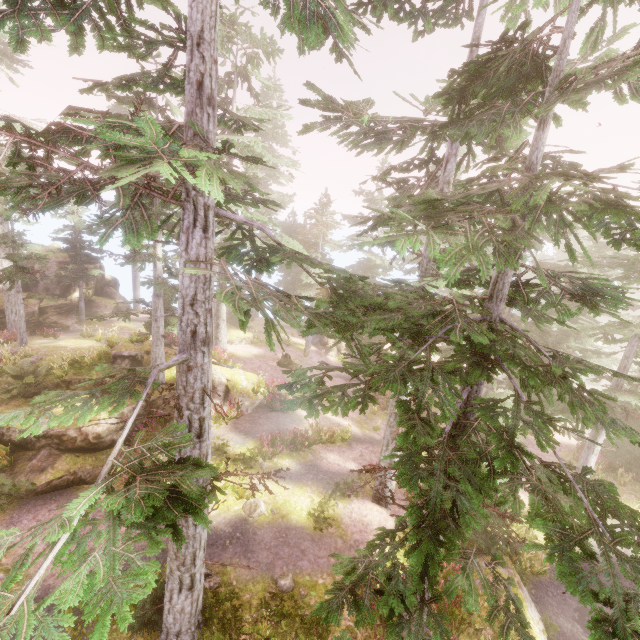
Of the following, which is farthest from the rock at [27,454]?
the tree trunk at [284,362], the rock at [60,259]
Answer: the rock at [60,259]

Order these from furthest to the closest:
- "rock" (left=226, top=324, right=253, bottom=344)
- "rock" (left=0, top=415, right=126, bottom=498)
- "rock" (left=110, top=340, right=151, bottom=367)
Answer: "rock" (left=226, top=324, right=253, bottom=344), "rock" (left=110, top=340, right=151, bottom=367), "rock" (left=0, top=415, right=126, bottom=498)

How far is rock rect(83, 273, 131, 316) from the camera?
32.2m

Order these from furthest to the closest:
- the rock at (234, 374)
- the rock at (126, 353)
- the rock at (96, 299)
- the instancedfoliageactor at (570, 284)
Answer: the rock at (96, 299) < the rock at (234, 374) < the rock at (126, 353) < the instancedfoliageactor at (570, 284)

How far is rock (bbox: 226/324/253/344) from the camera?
28.5m

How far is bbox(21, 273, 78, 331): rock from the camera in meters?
26.1 m

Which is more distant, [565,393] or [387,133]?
[387,133]

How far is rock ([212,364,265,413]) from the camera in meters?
18.5 m
